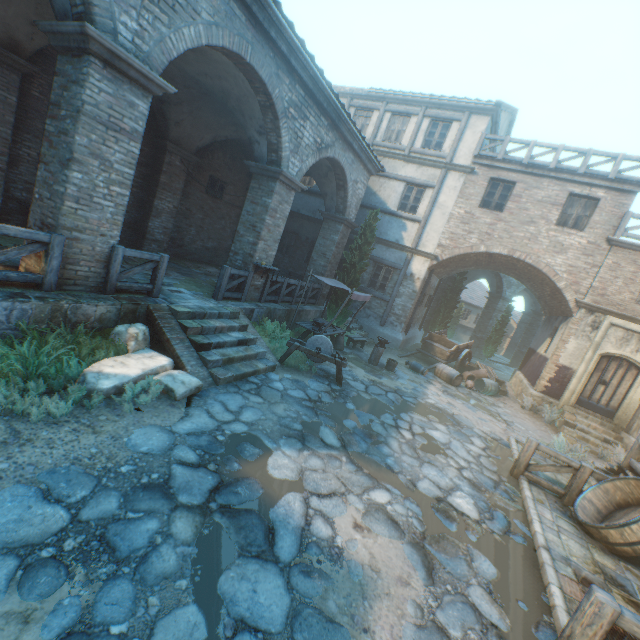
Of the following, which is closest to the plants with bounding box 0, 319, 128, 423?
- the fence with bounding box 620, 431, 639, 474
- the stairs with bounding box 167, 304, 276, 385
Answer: the stairs with bounding box 167, 304, 276, 385

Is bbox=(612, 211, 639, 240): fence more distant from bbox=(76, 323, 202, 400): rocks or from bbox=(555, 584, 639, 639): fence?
bbox=(76, 323, 202, 400): rocks

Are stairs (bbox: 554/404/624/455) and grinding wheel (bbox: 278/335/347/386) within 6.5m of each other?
no

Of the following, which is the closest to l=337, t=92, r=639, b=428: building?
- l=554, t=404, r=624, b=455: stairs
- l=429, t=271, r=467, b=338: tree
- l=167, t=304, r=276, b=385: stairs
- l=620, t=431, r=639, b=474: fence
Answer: l=554, t=404, r=624, b=455: stairs

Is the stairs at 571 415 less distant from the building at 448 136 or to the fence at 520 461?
the building at 448 136

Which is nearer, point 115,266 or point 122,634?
point 122,634

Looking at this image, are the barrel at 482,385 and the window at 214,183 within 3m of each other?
no

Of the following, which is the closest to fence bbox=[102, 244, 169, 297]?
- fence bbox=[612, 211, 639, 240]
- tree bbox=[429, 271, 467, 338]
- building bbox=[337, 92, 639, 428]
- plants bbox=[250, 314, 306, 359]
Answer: building bbox=[337, 92, 639, 428]
